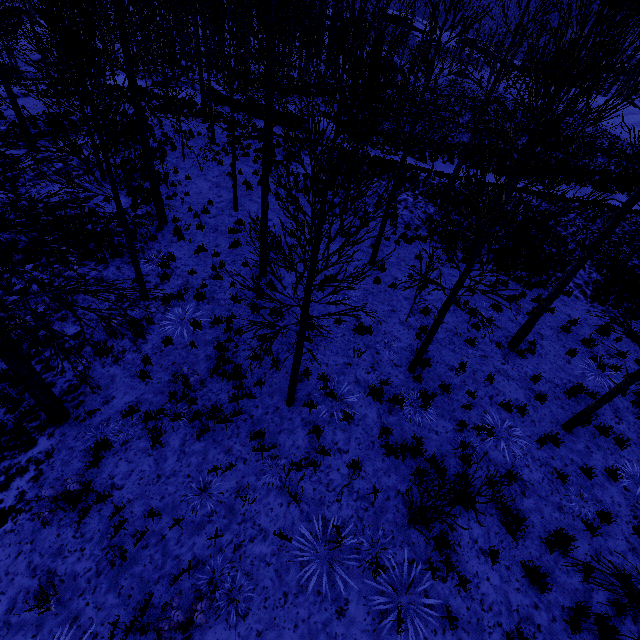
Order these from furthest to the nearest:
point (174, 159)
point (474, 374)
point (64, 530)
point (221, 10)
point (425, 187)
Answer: point (425, 187)
point (174, 159)
point (221, 10)
point (474, 374)
point (64, 530)

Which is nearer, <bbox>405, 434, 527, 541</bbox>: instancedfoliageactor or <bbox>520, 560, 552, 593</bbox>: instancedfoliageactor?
<bbox>405, 434, 527, 541</bbox>: instancedfoliageactor

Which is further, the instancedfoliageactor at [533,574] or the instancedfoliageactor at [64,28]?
the instancedfoliageactor at [533,574]

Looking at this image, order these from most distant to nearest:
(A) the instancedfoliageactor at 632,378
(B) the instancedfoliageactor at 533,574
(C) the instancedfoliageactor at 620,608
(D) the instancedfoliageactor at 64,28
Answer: (A) the instancedfoliageactor at 632,378 < (B) the instancedfoliageactor at 533,574 < (D) the instancedfoliageactor at 64,28 < (C) the instancedfoliageactor at 620,608

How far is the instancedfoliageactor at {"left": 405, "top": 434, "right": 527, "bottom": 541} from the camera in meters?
4.3

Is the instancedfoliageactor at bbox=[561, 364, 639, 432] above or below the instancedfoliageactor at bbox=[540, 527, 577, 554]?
above
